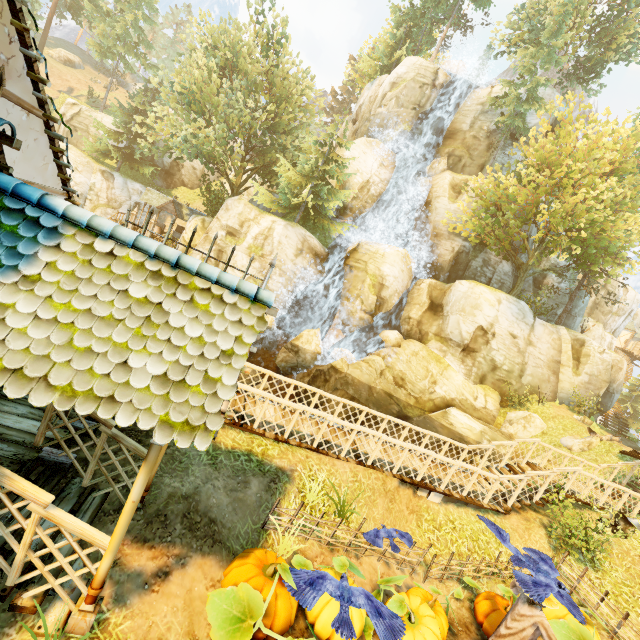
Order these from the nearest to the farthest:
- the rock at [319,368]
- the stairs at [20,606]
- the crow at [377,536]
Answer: the stairs at [20,606] < the crow at [377,536] < the rock at [319,368]

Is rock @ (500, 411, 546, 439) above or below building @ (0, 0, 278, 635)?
below

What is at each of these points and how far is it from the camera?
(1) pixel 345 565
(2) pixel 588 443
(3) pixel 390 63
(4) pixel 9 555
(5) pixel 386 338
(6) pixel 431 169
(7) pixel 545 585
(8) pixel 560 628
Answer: (1) pumpkin, 5.6 meters
(2) rock, 17.2 meters
(3) tree, 35.8 meters
(4) stairs, 4.0 meters
(5) rock, 25.1 meters
(6) rock, 29.5 meters
(7) crow, 5.1 meters
(8) pumpkin, 6.8 meters

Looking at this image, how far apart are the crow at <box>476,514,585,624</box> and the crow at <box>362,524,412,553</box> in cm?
152

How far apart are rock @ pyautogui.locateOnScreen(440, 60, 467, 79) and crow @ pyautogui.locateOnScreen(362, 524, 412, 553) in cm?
3841

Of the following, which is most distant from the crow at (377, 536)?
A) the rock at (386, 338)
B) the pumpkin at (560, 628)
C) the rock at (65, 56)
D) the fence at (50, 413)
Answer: the rock at (65, 56)

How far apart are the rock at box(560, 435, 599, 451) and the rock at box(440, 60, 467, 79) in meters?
32.4

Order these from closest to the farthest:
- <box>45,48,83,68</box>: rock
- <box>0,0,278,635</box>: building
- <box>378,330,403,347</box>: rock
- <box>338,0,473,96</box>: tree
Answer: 1. <box>0,0,278,635</box>: building
2. <box>378,330,403,347</box>: rock
3. <box>338,0,473,96</box>: tree
4. <box>45,48,83,68</box>: rock
